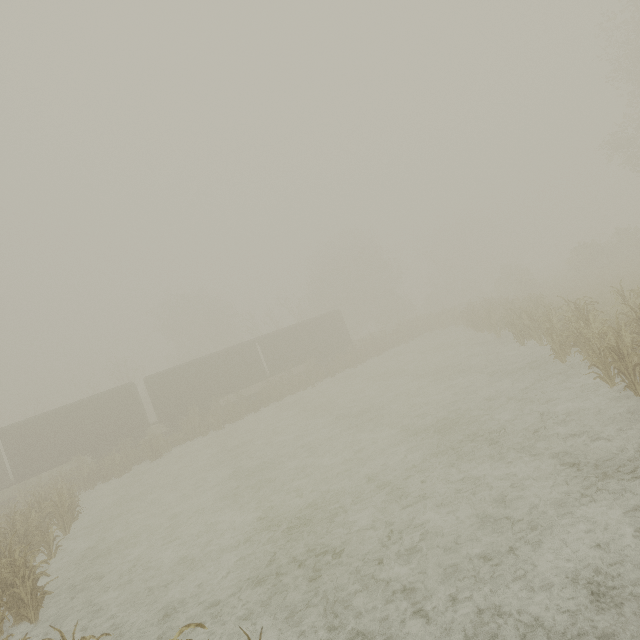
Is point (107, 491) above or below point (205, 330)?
below
